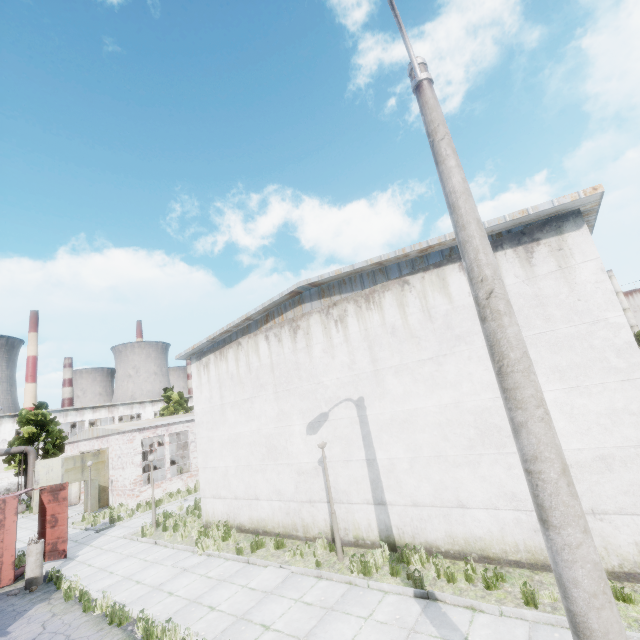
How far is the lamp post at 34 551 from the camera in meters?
11.5

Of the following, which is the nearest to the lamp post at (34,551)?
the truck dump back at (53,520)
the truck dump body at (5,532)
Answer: the truck dump body at (5,532)

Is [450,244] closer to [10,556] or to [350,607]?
[350,607]

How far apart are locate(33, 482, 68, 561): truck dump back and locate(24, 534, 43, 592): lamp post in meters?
1.8 m

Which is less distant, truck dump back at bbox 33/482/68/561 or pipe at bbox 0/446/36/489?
truck dump back at bbox 33/482/68/561

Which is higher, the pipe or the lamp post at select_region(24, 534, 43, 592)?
the pipe

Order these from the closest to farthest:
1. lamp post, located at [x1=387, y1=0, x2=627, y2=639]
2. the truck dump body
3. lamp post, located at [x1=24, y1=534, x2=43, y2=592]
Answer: lamp post, located at [x1=387, y1=0, x2=627, y2=639], lamp post, located at [x1=24, y1=534, x2=43, y2=592], the truck dump body

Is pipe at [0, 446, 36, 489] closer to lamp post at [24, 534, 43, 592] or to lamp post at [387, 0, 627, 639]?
lamp post at [24, 534, 43, 592]
